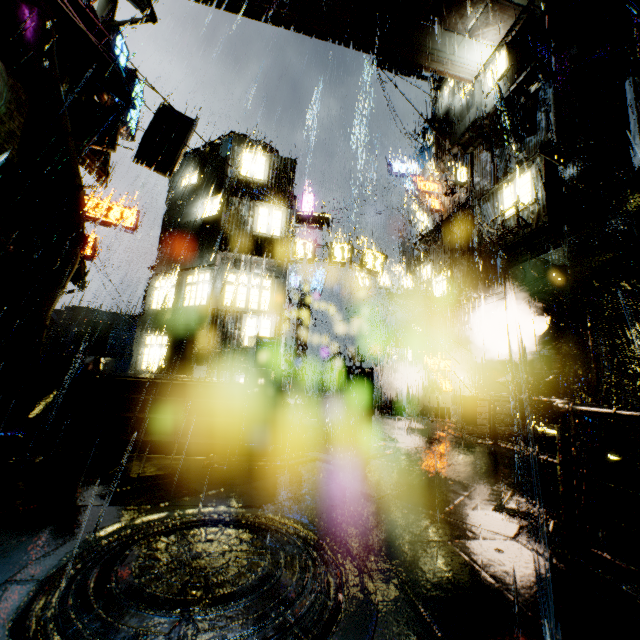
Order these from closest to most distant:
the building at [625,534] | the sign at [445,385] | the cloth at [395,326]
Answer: the building at [625,534] → the sign at [445,385] → the cloth at [395,326]

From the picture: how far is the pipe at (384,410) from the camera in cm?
2694

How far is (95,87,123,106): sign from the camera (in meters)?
17.05

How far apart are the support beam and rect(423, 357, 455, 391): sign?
10.4m

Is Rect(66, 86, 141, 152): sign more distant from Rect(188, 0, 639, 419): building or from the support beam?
the support beam

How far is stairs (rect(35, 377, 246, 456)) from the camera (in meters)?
6.40

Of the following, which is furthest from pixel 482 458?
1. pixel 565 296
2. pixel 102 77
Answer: pixel 102 77

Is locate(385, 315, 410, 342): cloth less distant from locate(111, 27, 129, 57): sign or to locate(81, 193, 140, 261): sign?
locate(81, 193, 140, 261): sign
